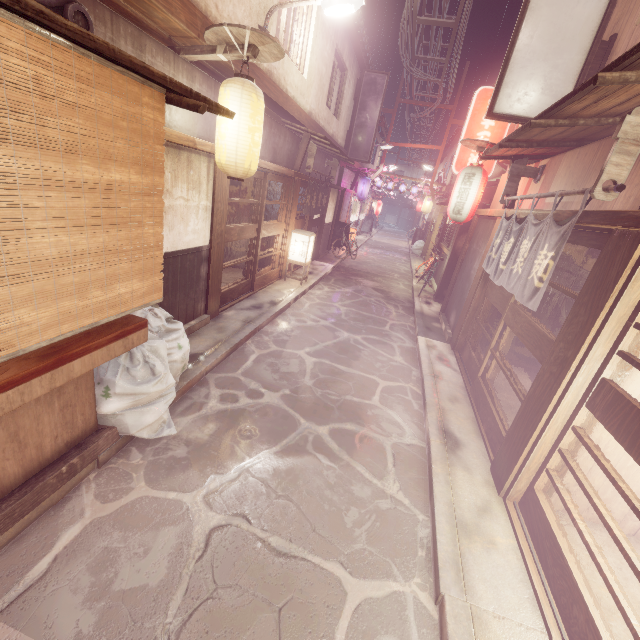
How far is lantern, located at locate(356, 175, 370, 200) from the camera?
29.61m

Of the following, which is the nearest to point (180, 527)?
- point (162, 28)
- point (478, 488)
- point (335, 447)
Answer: point (335, 447)

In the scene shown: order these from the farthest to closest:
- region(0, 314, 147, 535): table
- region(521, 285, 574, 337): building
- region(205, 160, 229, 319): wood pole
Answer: region(521, 285, 574, 337): building < region(205, 160, 229, 319): wood pole < region(0, 314, 147, 535): table

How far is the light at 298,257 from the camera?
16.4 meters

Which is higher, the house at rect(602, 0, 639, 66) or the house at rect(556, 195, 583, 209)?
the house at rect(602, 0, 639, 66)

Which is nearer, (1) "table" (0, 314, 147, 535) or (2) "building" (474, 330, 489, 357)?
(1) "table" (0, 314, 147, 535)

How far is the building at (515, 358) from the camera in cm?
1238

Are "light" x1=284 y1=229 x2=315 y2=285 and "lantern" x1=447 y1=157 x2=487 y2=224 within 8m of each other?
→ yes
